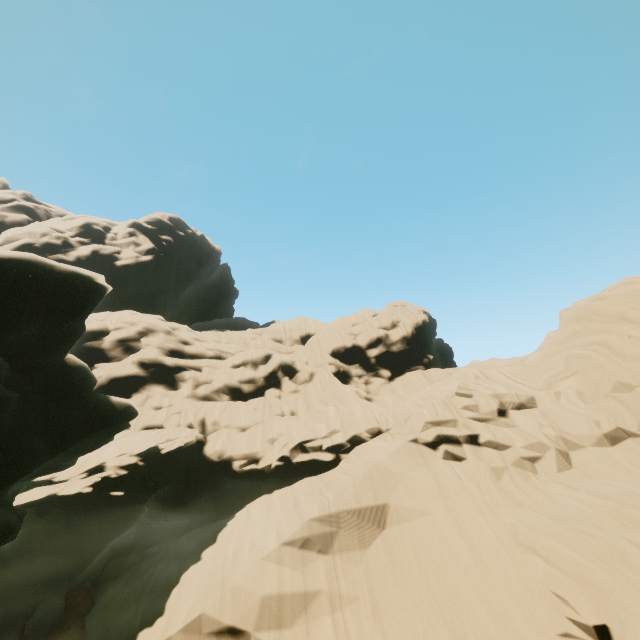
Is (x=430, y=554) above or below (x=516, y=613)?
above
